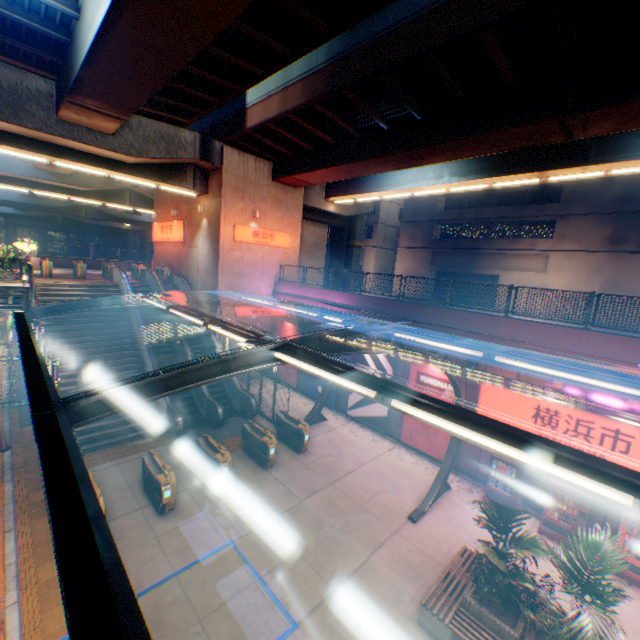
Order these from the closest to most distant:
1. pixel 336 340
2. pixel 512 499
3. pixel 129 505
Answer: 1. pixel 336 340
2. pixel 129 505
3. pixel 512 499

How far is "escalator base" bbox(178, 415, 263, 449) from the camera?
14.73m

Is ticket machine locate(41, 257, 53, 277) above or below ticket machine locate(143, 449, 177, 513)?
above

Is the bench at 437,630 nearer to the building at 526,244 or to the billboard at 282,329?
the billboard at 282,329

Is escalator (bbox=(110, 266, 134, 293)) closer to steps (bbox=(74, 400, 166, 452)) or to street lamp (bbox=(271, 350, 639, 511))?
steps (bbox=(74, 400, 166, 452))

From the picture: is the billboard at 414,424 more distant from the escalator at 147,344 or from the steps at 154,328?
the escalator at 147,344

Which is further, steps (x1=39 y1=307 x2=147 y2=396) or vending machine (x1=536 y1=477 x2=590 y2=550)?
steps (x1=39 y1=307 x2=147 y2=396)

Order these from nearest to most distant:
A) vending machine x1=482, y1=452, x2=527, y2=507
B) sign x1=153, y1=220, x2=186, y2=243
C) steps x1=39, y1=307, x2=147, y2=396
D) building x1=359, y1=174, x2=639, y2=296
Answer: vending machine x1=482, y1=452, x2=527, y2=507, steps x1=39, y1=307, x2=147, y2=396, sign x1=153, y1=220, x2=186, y2=243, building x1=359, y1=174, x2=639, y2=296
